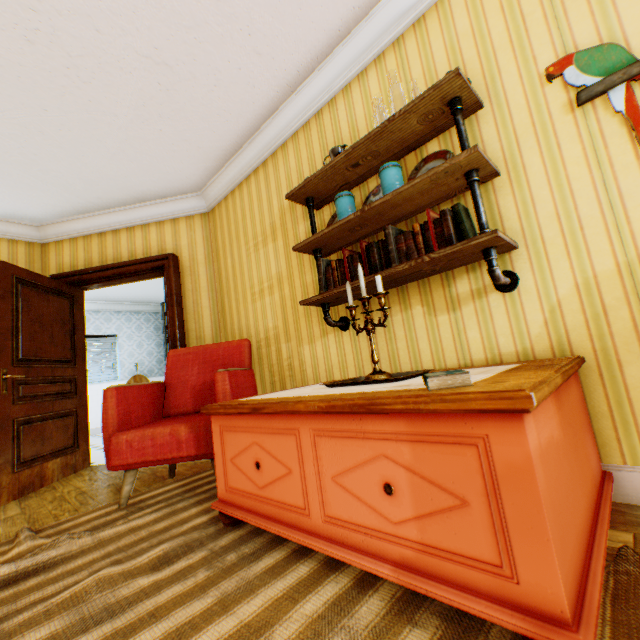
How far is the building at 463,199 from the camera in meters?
1.9

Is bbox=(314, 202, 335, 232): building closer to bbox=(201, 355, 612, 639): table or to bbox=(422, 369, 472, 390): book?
bbox=(201, 355, 612, 639): table

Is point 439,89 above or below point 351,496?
above

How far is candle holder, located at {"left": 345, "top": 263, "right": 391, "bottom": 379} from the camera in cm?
167

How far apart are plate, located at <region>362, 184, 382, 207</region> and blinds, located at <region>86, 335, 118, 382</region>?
8.07m

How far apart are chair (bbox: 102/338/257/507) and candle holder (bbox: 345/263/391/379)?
1.0m

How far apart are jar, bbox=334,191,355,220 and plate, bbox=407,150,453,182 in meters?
0.4 m

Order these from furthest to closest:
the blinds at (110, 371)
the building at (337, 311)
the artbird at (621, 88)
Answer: the blinds at (110, 371) < the building at (337, 311) < the artbird at (621, 88)
